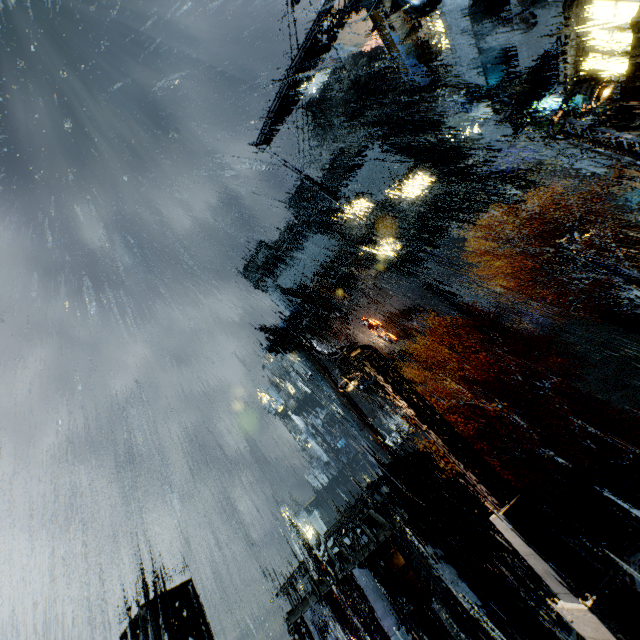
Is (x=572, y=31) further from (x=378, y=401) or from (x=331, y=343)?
(x=331, y=343)

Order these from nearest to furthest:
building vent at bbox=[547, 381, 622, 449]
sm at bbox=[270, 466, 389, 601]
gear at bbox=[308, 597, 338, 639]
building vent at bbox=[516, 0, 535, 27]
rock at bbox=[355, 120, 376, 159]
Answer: building vent at bbox=[516, 0, 535, 27] < sm at bbox=[270, 466, 389, 601] < building vent at bbox=[547, 381, 622, 449] < gear at bbox=[308, 597, 338, 639] < rock at bbox=[355, 120, 376, 159]

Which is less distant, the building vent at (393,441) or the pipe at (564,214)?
the pipe at (564,214)

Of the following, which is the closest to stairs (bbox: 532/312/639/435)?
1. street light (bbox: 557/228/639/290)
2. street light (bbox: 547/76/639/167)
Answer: street light (bbox: 557/228/639/290)

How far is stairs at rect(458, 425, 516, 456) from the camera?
28.91m

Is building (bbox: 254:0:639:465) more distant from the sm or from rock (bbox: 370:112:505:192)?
rock (bbox: 370:112:505:192)

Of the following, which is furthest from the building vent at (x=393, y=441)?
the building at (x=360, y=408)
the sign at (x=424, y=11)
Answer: the sign at (x=424, y=11)

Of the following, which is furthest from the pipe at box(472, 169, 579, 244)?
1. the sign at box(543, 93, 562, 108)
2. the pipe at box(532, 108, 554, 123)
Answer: the sign at box(543, 93, 562, 108)
